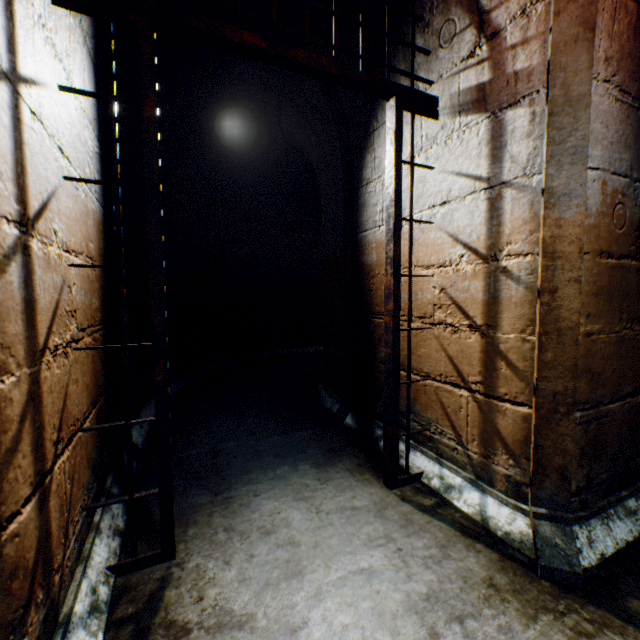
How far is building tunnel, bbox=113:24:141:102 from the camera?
1.9 meters

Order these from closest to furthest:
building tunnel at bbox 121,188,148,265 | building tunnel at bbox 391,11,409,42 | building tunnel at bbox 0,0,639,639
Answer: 1. building tunnel at bbox 0,0,639,639
2. building tunnel at bbox 391,11,409,42
3. building tunnel at bbox 121,188,148,265

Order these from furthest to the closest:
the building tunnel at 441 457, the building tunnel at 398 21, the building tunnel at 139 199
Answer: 1. the building tunnel at 139 199
2. the building tunnel at 398 21
3. the building tunnel at 441 457

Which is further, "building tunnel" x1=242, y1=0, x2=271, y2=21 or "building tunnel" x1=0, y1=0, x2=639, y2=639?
"building tunnel" x1=242, y1=0, x2=271, y2=21

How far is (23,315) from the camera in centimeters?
77cm

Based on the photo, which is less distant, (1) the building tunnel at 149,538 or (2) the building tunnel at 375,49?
(1) the building tunnel at 149,538
